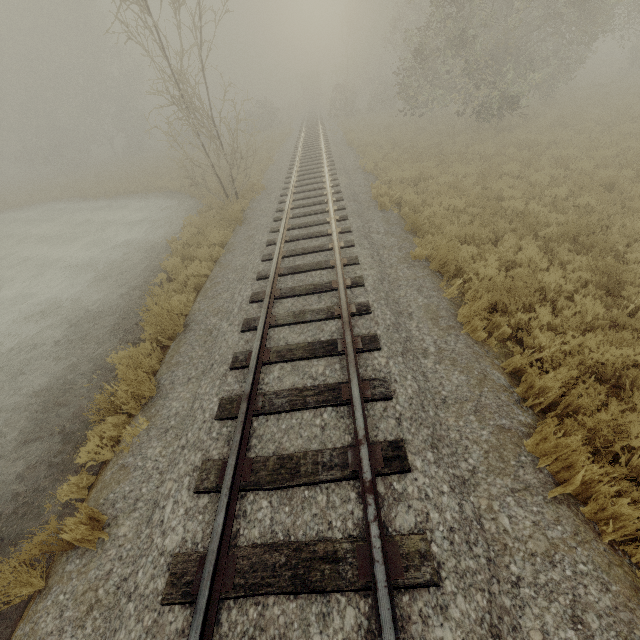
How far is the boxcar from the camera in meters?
52.7

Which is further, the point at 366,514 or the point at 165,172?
the point at 165,172

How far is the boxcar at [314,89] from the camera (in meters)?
52.75
